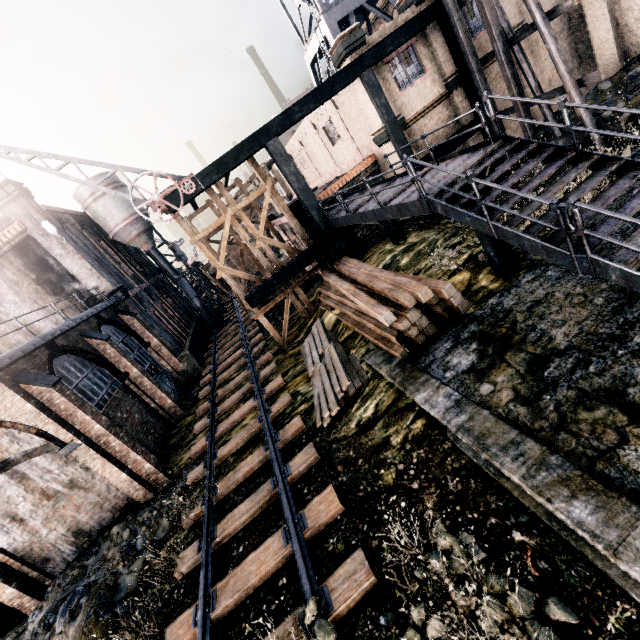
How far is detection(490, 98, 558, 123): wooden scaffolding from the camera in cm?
1505

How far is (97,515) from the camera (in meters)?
13.68

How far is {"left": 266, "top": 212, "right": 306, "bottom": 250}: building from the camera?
23.84m

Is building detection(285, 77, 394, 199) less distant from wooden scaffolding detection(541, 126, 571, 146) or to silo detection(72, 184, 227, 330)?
wooden scaffolding detection(541, 126, 571, 146)

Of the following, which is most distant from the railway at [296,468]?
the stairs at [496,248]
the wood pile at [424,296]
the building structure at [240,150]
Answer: the stairs at [496,248]

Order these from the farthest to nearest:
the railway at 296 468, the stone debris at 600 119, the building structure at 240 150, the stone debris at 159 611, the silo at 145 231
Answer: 1. the silo at 145 231
2. the building structure at 240 150
3. the stone debris at 600 119
4. the stone debris at 159 611
5. the railway at 296 468

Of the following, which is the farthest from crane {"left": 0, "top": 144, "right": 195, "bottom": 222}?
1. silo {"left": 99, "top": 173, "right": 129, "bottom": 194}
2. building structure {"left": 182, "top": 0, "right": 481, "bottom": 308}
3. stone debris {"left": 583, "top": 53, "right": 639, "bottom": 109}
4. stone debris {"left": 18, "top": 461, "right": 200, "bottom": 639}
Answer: stone debris {"left": 583, "top": 53, "right": 639, "bottom": 109}

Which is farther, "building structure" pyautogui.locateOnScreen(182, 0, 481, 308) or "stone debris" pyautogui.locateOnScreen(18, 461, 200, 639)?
"building structure" pyautogui.locateOnScreen(182, 0, 481, 308)
